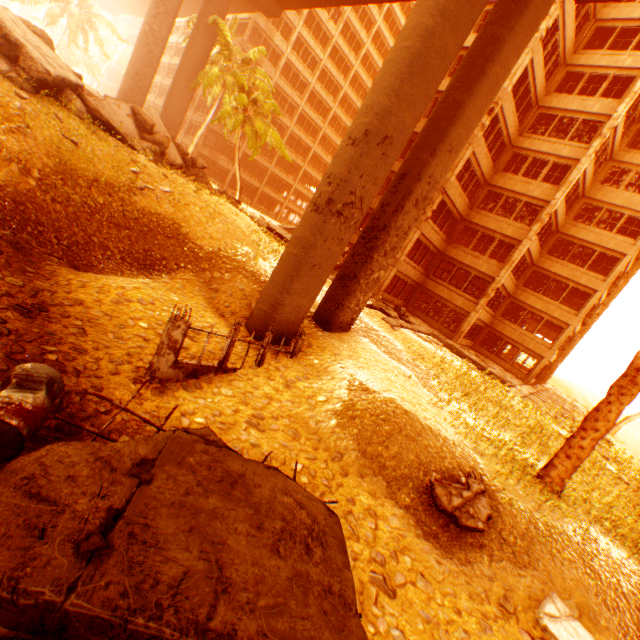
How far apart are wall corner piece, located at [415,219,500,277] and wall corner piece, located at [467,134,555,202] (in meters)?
5.06

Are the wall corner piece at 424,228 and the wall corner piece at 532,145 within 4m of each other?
no

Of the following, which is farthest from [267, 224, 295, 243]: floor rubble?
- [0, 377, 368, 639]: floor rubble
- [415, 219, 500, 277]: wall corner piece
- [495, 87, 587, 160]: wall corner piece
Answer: [0, 377, 368, 639]: floor rubble

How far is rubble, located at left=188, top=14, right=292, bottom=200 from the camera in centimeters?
2305cm

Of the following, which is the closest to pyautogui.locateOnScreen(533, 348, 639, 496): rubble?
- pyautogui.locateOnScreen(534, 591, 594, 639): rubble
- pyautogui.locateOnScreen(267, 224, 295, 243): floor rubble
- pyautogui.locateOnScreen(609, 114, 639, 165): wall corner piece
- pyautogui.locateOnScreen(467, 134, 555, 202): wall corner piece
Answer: pyautogui.locateOnScreen(534, 591, 594, 639): rubble

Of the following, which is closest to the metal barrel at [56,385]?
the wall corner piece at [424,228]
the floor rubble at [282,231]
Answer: the floor rubble at [282,231]

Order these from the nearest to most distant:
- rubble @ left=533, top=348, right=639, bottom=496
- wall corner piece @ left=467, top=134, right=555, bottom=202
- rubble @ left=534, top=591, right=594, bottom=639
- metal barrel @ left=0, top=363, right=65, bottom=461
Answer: metal barrel @ left=0, top=363, right=65, bottom=461 < rubble @ left=534, top=591, right=594, bottom=639 < rubble @ left=533, top=348, right=639, bottom=496 < wall corner piece @ left=467, top=134, right=555, bottom=202

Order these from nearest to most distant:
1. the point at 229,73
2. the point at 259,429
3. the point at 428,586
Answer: the point at 428,586, the point at 259,429, the point at 229,73
